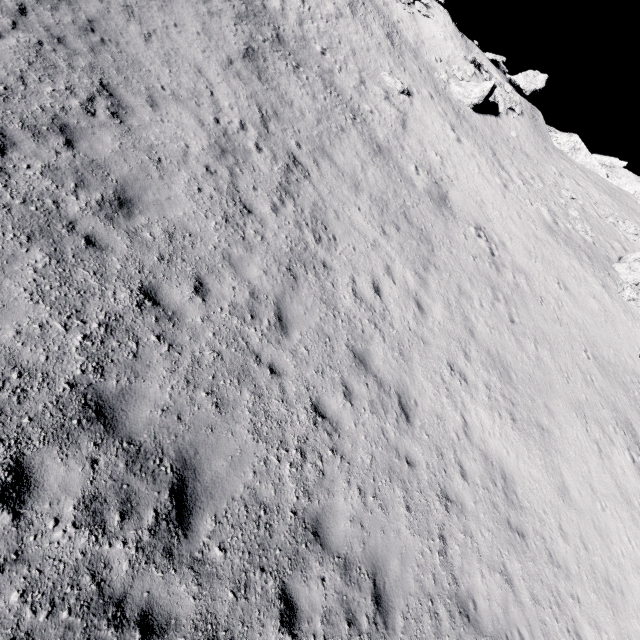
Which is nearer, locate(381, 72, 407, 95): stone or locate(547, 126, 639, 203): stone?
locate(381, 72, 407, 95): stone

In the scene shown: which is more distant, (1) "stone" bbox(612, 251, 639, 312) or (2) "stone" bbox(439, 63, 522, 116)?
(2) "stone" bbox(439, 63, 522, 116)

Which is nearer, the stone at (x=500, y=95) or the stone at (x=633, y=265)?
the stone at (x=633, y=265)

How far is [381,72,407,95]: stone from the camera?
21.00m

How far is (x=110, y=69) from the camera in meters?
8.2 m

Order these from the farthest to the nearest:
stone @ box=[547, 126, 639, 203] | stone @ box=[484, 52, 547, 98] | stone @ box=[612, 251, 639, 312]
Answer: stone @ box=[547, 126, 639, 203] < stone @ box=[484, 52, 547, 98] < stone @ box=[612, 251, 639, 312]

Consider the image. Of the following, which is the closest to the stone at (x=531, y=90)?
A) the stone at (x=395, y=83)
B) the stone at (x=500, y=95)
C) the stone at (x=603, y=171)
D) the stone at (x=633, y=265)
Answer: the stone at (x=603, y=171)

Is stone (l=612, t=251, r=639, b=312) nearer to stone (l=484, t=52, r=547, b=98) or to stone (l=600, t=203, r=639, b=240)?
stone (l=600, t=203, r=639, b=240)
